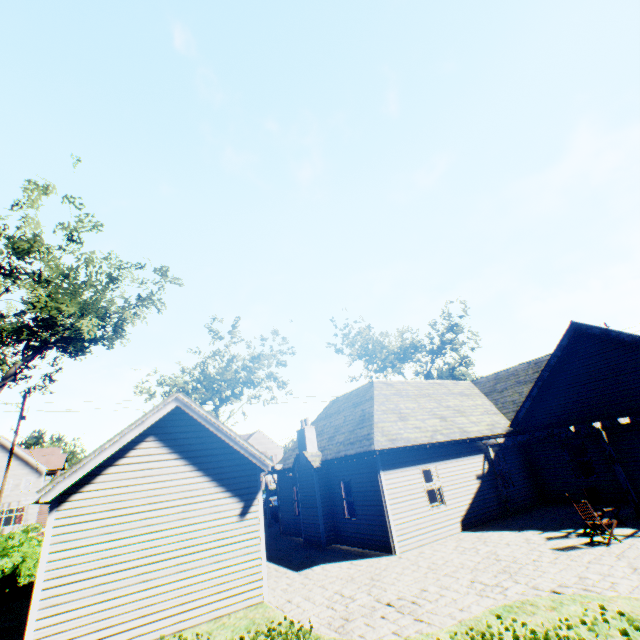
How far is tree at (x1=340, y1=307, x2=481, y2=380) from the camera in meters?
37.8

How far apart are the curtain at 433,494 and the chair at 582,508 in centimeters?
458cm

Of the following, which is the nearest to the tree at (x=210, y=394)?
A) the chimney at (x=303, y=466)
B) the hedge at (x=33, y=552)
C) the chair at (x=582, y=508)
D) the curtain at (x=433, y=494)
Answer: the hedge at (x=33, y=552)

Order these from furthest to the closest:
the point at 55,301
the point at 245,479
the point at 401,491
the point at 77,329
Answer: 1. the point at 77,329
2. the point at 55,301
3. the point at 401,491
4. the point at 245,479

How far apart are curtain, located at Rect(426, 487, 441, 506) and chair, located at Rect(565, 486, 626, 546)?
4.6m

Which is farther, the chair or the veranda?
the veranda

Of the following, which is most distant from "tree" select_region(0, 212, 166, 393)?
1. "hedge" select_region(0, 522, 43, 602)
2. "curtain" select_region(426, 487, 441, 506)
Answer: "curtain" select_region(426, 487, 441, 506)

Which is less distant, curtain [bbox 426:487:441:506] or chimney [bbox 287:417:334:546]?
curtain [bbox 426:487:441:506]
